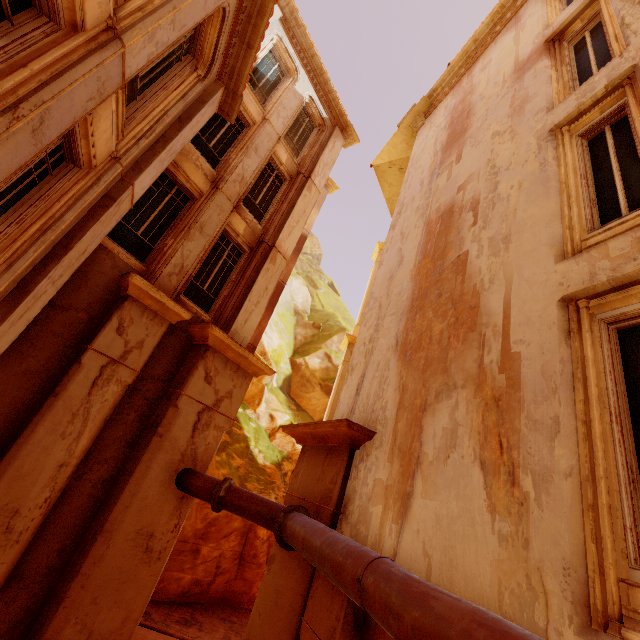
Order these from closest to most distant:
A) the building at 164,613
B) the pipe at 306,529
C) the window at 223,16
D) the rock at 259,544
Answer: the pipe at 306,529 < the window at 223,16 < the building at 164,613 < the rock at 259,544

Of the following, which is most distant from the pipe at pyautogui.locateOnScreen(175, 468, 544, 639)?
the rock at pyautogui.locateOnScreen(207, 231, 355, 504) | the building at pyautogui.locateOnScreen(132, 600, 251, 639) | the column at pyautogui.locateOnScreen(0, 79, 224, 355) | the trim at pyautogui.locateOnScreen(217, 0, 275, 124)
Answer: the trim at pyautogui.locateOnScreen(217, 0, 275, 124)

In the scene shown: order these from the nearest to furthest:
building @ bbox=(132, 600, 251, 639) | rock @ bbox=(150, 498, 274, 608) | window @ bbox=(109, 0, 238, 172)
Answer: window @ bbox=(109, 0, 238, 172) < building @ bbox=(132, 600, 251, 639) < rock @ bbox=(150, 498, 274, 608)

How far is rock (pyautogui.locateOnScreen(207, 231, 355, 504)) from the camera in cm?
1530

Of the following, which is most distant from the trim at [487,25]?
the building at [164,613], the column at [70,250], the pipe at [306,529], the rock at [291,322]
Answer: the building at [164,613]

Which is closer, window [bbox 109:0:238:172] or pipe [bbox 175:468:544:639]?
pipe [bbox 175:468:544:639]

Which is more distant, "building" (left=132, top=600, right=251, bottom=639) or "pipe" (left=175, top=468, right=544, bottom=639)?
"building" (left=132, top=600, right=251, bottom=639)

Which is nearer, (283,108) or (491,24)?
(491,24)
